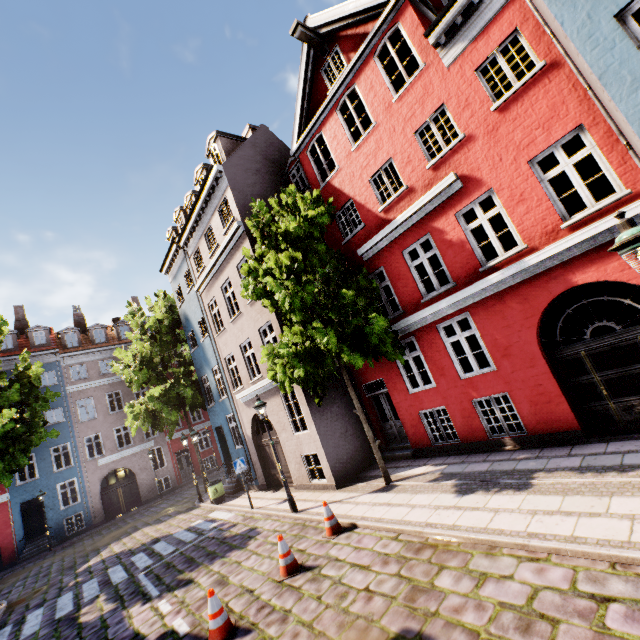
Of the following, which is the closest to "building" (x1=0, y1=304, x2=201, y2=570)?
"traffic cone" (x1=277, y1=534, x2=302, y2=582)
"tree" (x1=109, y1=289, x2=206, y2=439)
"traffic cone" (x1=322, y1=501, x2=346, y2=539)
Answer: "tree" (x1=109, y1=289, x2=206, y2=439)

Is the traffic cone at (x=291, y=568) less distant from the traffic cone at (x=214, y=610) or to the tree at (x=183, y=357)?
the traffic cone at (x=214, y=610)

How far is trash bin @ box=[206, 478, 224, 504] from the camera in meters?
15.6 m

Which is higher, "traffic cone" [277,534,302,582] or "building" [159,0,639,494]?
"building" [159,0,639,494]

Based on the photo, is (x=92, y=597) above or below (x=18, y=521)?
below

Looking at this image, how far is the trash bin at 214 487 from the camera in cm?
1555

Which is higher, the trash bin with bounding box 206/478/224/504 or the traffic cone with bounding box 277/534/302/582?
the trash bin with bounding box 206/478/224/504

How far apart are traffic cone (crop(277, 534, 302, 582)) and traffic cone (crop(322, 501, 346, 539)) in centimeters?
86cm
